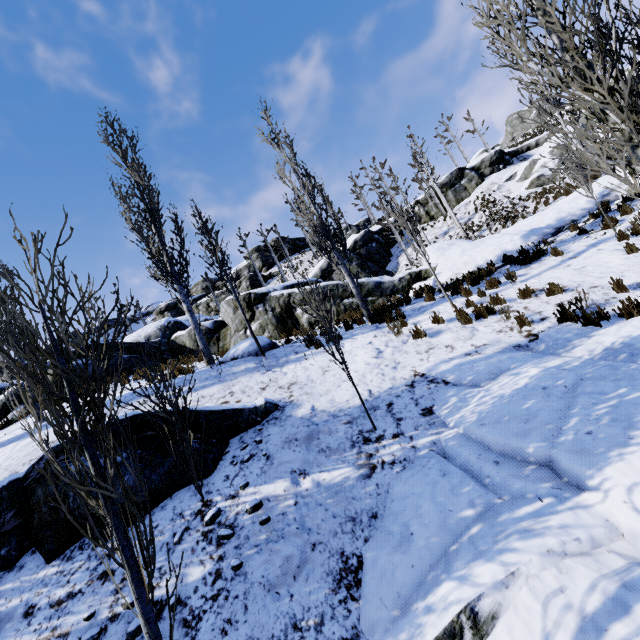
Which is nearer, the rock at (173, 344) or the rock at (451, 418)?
the rock at (451, 418)

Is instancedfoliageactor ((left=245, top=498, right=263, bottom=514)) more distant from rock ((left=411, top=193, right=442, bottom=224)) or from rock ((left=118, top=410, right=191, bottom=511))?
rock ((left=411, top=193, right=442, bottom=224))

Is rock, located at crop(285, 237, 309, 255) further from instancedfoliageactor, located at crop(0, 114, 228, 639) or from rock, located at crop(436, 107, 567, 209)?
instancedfoliageactor, located at crop(0, 114, 228, 639)

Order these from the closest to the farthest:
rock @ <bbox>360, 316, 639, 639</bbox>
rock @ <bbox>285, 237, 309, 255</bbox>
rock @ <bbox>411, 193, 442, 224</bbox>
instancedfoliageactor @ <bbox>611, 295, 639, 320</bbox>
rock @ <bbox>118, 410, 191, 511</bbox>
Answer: rock @ <bbox>360, 316, 639, 639</bbox>
rock @ <bbox>118, 410, 191, 511</bbox>
instancedfoliageactor @ <bbox>611, 295, 639, 320</bbox>
rock @ <bbox>411, 193, 442, 224</bbox>
rock @ <bbox>285, 237, 309, 255</bbox>

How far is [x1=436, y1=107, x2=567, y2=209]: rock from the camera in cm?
2548

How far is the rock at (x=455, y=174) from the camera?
25.5 meters

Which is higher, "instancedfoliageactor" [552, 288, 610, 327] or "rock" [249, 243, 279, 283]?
"rock" [249, 243, 279, 283]

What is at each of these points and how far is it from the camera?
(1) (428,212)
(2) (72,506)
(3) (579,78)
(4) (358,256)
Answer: (1) rock, 32.50m
(2) rock, 4.57m
(3) instancedfoliageactor, 4.20m
(4) rock, 29.05m
